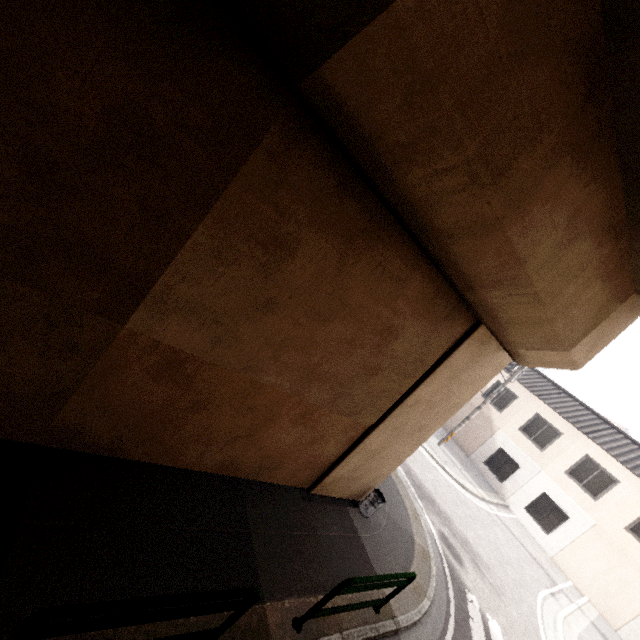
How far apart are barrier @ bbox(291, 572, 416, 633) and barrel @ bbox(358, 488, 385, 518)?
1.9m

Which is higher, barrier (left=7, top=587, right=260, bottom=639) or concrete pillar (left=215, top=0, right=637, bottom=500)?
concrete pillar (left=215, top=0, right=637, bottom=500)

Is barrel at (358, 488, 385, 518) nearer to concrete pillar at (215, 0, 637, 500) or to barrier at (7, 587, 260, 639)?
concrete pillar at (215, 0, 637, 500)

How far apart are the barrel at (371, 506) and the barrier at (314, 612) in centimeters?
187cm

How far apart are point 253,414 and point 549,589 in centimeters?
1581cm

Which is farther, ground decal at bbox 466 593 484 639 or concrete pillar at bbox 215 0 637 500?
ground decal at bbox 466 593 484 639

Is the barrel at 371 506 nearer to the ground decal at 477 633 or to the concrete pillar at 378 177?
the concrete pillar at 378 177
